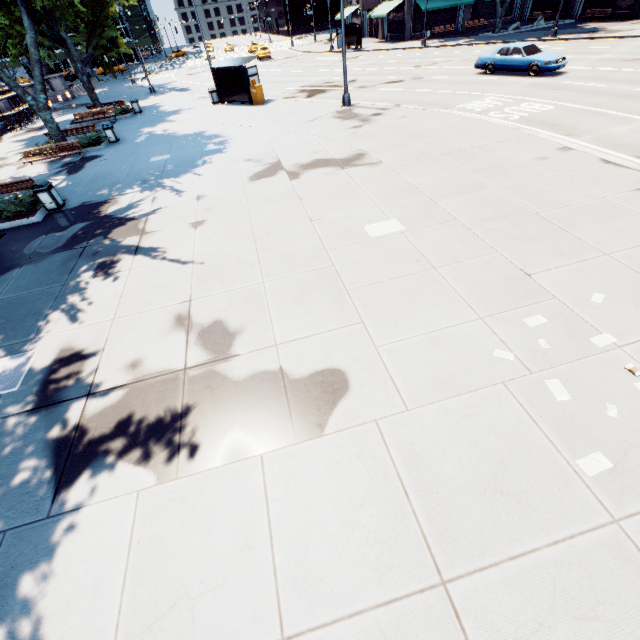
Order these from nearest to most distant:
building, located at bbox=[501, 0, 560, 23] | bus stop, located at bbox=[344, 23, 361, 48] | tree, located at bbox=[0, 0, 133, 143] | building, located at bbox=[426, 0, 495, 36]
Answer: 1. tree, located at bbox=[0, 0, 133, 143]
2. building, located at bbox=[426, 0, 495, 36]
3. building, located at bbox=[501, 0, 560, 23]
4. bus stop, located at bbox=[344, 23, 361, 48]

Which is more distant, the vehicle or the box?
the box

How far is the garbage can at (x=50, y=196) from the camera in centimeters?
1156cm

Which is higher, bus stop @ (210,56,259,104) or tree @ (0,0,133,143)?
tree @ (0,0,133,143)

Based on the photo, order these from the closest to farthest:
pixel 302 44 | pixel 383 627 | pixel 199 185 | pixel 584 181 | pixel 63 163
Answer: pixel 383 627, pixel 584 181, pixel 199 185, pixel 63 163, pixel 302 44

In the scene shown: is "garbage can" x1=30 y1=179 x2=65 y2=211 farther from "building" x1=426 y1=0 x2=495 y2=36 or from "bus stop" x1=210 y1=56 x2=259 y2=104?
"building" x1=426 y1=0 x2=495 y2=36

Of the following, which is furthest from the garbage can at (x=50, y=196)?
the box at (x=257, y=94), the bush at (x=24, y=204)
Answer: the box at (x=257, y=94)

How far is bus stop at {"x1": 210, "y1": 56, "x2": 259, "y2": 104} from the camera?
21.42m
